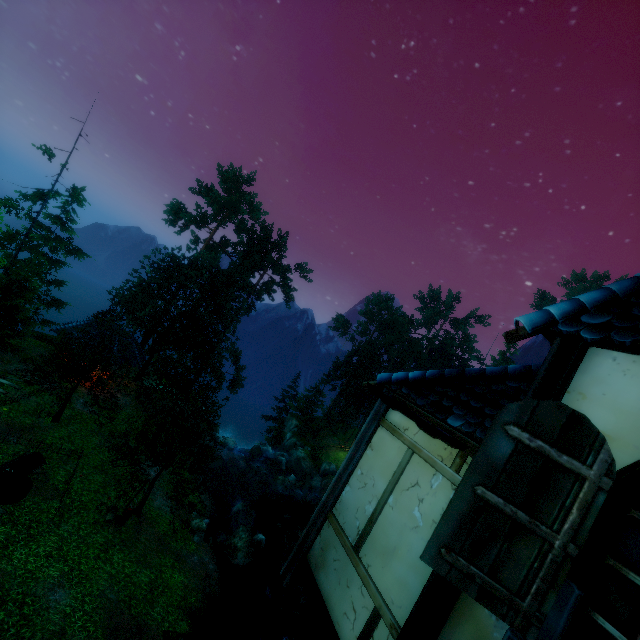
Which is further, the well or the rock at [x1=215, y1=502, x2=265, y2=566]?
the rock at [x1=215, y1=502, x2=265, y2=566]

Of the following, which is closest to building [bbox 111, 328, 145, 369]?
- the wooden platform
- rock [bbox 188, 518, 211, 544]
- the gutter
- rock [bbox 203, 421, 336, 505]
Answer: rock [bbox 203, 421, 336, 505]

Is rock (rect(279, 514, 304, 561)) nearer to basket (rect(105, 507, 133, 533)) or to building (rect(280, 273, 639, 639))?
basket (rect(105, 507, 133, 533))

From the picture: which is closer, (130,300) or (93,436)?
(93,436)

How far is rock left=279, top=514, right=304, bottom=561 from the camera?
25.2 meters

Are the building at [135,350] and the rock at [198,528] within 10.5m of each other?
no

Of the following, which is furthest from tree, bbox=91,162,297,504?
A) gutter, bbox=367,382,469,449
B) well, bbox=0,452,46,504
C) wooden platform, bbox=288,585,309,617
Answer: gutter, bbox=367,382,469,449

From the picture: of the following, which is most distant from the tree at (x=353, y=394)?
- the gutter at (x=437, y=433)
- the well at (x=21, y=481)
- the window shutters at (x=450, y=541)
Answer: the window shutters at (x=450, y=541)
